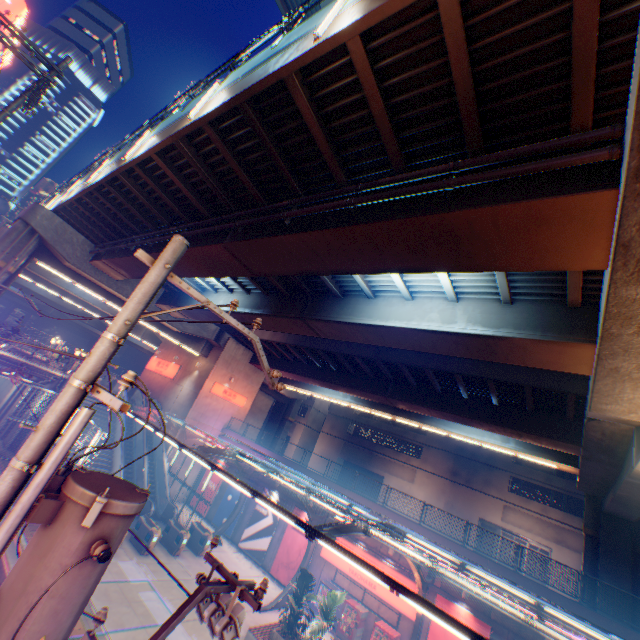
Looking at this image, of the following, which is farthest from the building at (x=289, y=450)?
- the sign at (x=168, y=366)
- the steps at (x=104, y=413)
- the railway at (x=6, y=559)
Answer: the railway at (x=6, y=559)

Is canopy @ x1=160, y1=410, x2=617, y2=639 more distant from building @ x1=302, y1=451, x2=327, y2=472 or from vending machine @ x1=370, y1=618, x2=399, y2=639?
building @ x1=302, y1=451, x2=327, y2=472

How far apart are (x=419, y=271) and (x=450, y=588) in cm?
1767

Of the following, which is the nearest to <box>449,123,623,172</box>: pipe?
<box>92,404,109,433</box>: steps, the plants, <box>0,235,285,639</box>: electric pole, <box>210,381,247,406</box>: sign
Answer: <box>0,235,285,639</box>: electric pole

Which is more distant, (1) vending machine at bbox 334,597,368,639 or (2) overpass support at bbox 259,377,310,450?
(2) overpass support at bbox 259,377,310,450

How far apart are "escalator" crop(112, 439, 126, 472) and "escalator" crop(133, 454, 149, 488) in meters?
1.4 m

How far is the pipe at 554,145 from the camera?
5.48m

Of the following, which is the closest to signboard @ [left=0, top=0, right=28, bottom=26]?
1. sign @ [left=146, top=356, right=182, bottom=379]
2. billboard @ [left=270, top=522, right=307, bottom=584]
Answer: sign @ [left=146, top=356, right=182, bottom=379]
